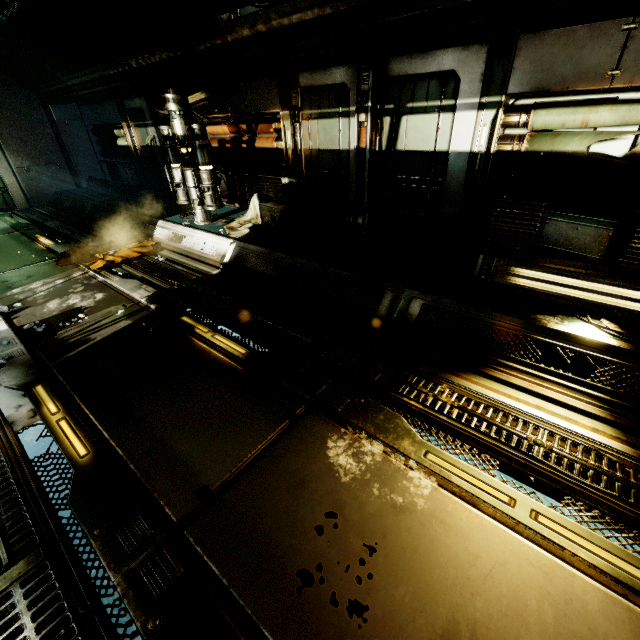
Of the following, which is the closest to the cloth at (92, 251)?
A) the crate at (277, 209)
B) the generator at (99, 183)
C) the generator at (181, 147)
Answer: the generator at (181, 147)

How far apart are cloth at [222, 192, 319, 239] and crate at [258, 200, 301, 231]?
0.0m

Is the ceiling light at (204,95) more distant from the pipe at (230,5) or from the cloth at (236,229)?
the cloth at (236,229)

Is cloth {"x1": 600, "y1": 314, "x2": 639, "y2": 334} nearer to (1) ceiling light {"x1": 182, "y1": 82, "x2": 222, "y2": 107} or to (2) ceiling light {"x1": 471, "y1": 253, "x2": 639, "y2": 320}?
(2) ceiling light {"x1": 471, "y1": 253, "x2": 639, "y2": 320}

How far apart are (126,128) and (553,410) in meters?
13.2

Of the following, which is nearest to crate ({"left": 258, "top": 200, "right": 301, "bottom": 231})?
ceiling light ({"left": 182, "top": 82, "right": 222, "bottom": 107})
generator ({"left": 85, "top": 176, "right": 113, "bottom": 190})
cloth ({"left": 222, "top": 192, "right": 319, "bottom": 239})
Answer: cloth ({"left": 222, "top": 192, "right": 319, "bottom": 239})

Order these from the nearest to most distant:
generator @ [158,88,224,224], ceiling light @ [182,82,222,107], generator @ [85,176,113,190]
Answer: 1. generator @ [158,88,224,224]
2. ceiling light @ [182,82,222,107]
3. generator @ [85,176,113,190]

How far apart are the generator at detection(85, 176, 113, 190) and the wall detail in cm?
1000
